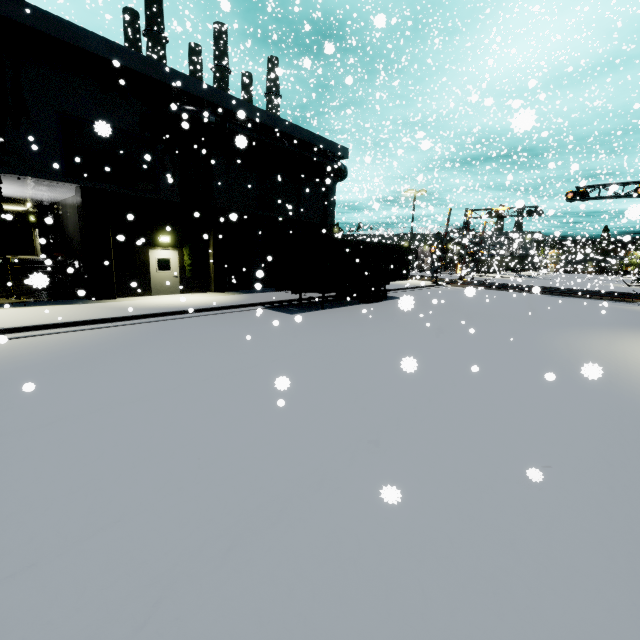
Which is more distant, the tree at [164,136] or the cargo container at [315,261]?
the tree at [164,136]

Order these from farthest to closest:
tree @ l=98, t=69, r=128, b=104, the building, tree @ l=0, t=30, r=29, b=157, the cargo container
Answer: the cargo container → tree @ l=98, t=69, r=128, b=104 → the building → tree @ l=0, t=30, r=29, b=157

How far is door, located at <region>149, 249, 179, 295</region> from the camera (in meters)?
16.66

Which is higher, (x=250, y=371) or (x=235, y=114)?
(x=235, y=114)

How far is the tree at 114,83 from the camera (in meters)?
13.80

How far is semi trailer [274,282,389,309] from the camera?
15.7 meters

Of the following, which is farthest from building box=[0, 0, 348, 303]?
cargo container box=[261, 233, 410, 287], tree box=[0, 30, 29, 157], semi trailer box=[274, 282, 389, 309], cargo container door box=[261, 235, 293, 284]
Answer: semi trailer box=[274, 282, 389, 309]

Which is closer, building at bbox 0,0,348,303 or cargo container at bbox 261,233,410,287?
building at bbox 0,0,348,303
